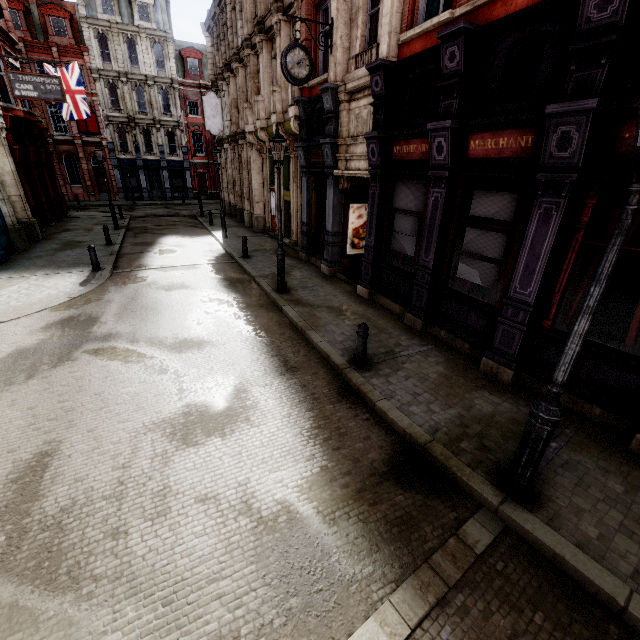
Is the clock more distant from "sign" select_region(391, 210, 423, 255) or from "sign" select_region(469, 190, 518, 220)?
"sign" select_region(469, 190, 518, 220)

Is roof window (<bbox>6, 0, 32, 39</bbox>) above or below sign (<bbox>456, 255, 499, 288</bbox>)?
above

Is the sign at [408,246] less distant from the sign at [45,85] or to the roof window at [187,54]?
the sign at [45,85]

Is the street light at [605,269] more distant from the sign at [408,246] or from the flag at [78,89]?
the flag at [78,89]

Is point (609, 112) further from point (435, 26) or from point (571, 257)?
point (435, 26)

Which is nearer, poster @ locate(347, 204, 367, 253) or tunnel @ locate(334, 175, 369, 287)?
tunnel @ locate(334, 175, 369, 287)

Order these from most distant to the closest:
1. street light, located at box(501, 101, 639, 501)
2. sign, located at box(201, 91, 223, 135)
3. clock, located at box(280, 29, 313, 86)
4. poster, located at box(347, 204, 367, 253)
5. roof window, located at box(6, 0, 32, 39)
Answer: roof window, located at box(6, 0, 32, 39) < sign, located at box(201, 91, 223, 135) < poster, located at box(347, 204, 367, 253) < clock, located at box(280, 29, 313, 86) < street light, located at box(501, 101, 639, 501)

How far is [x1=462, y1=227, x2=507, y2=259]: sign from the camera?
6.4m
